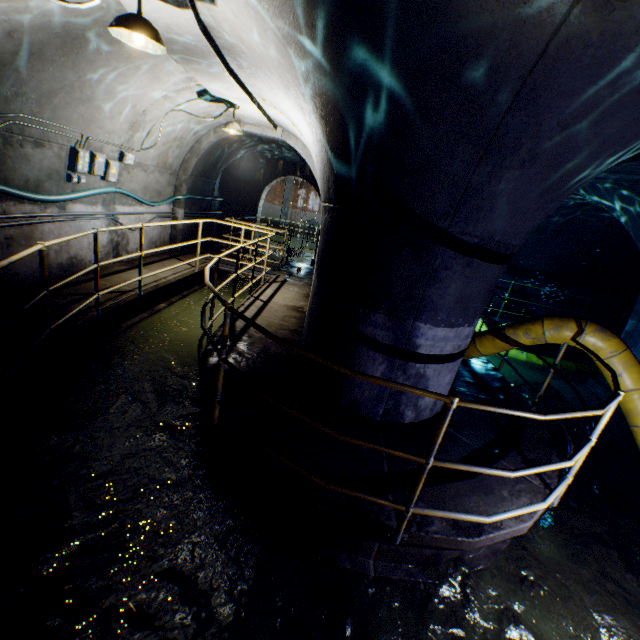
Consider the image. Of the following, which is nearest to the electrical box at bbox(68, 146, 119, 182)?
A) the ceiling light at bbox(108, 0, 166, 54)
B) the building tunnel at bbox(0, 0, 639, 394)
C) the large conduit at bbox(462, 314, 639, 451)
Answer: the building tunnel at bbox(0, 0, 639, 394)

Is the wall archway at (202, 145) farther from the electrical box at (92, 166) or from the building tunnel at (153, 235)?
the electrical box at (92, 166)

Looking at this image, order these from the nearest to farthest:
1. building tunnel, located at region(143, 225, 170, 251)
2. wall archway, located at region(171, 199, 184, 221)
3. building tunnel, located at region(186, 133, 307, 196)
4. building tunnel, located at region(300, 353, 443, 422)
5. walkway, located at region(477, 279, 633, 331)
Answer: building tunnel, located at region(300, 353, 443, 422) < walkway, located at region(477, 279, 633, 331) < building tunnel, located at region(143, 225, 170, 251) < wall archway, located at region(171, 199, 184, 221) < building tunnel, located at region(186, 133, 307, 196)

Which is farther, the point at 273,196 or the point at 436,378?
the point at 273,196

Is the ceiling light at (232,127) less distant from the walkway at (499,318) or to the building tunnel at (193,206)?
the building tunnel at (193,206)

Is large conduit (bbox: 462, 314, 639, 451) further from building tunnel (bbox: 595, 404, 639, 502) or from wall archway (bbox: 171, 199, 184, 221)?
wall archway (bbox: 171, 199, 184, 221)

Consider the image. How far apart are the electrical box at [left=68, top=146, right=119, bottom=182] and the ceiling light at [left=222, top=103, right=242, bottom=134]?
2.3 meters

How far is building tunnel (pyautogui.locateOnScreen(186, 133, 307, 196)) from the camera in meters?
9.8 m
